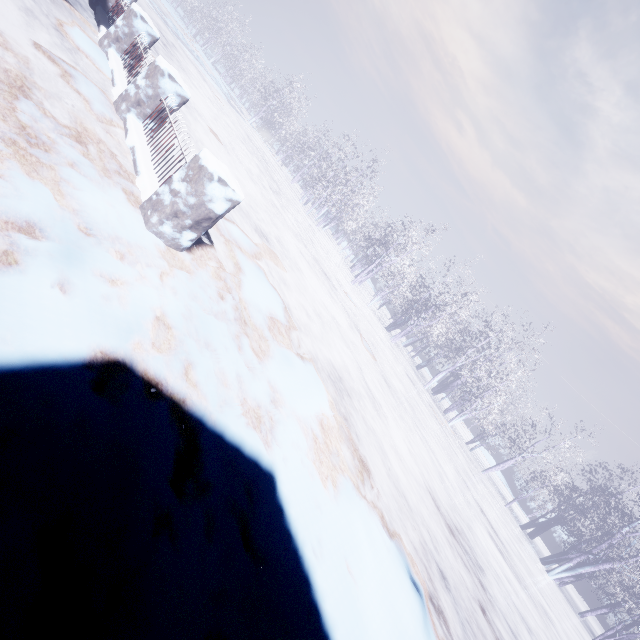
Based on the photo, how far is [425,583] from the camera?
3.6 meters
